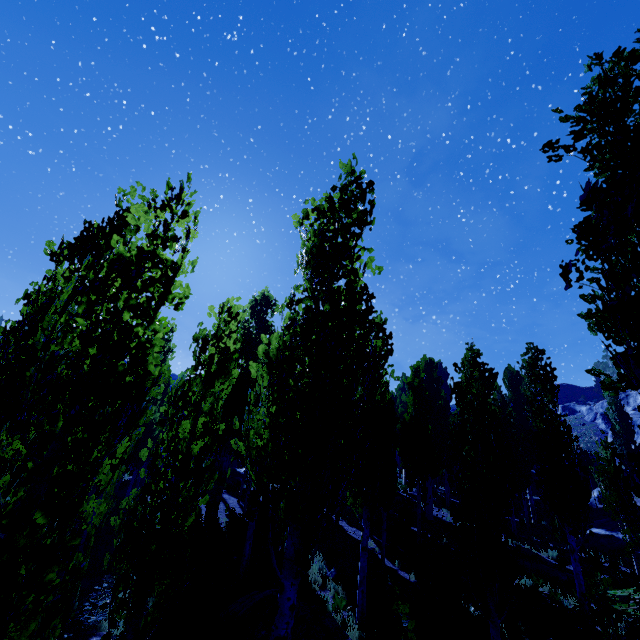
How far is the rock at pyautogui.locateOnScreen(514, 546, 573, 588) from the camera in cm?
1459

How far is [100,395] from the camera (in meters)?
2.62

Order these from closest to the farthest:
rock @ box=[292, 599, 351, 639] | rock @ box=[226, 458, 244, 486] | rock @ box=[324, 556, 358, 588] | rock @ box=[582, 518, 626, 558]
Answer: rock @ box=[292, 599, 351, 639], rock @ box=[324, 556, 358, 588], rock @ box=[582, 518, 626, 558], rock @ box=[226, 458, 244, 486]

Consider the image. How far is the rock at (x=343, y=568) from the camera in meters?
12.5 m

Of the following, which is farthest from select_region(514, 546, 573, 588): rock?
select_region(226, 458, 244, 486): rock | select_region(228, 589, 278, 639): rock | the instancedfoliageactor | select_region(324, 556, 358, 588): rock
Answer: select_region(226, 458, 244, 486): rock

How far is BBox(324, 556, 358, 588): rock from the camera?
12.5 meters

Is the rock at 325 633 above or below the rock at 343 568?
below

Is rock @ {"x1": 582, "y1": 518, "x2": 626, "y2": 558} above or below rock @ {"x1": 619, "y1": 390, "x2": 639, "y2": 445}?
below
